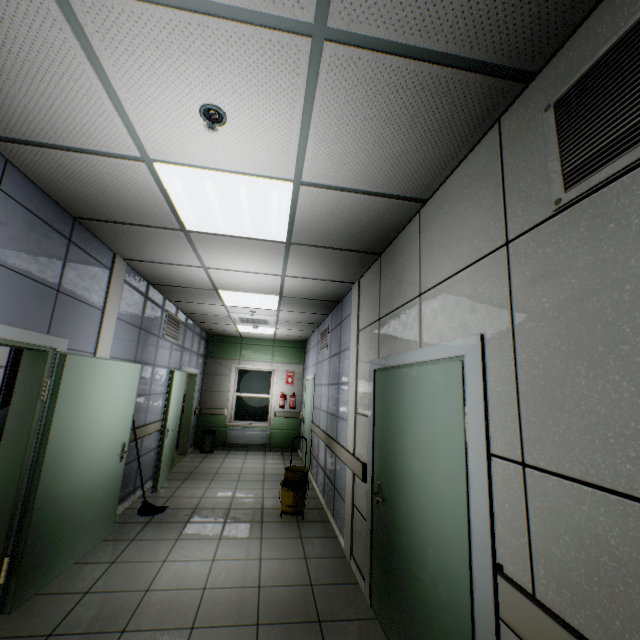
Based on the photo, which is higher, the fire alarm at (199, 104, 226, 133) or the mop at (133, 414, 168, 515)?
the fire alarm at (199, 104, 226, 133)

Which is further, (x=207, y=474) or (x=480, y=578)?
(x=207, y=474)

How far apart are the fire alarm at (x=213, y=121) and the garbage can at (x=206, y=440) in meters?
8.5 m

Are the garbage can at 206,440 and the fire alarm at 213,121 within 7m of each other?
no

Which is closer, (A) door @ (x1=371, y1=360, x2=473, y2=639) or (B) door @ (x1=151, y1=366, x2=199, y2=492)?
(A) door @ (x1=371, y1=360, x2=473, y2=639)

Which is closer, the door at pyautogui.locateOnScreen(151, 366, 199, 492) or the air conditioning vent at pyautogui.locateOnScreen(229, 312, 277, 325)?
the door at pyautogui.locateOnScreen(151, 366, 199, 492)

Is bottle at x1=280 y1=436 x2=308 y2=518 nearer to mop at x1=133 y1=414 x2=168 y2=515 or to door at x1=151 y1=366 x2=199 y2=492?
mop at x1=133 y1=414 x2=168 y2=515

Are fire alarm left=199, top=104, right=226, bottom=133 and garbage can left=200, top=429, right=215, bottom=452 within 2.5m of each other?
no
